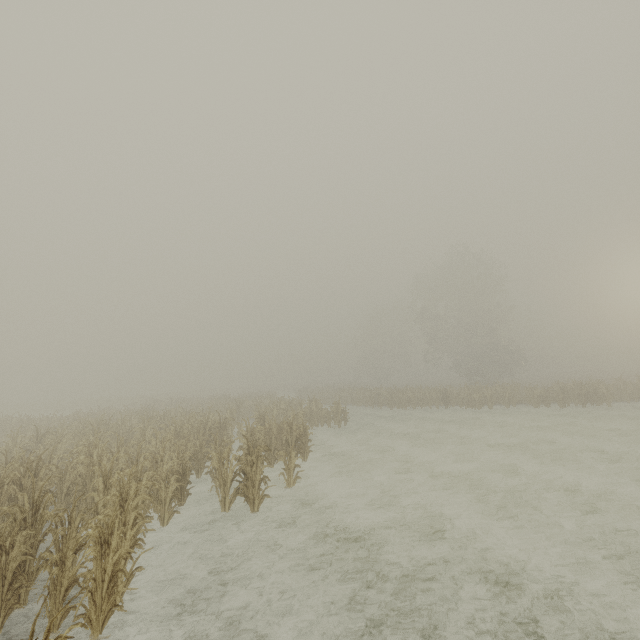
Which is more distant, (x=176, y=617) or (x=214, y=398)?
(x=214, y=398)
